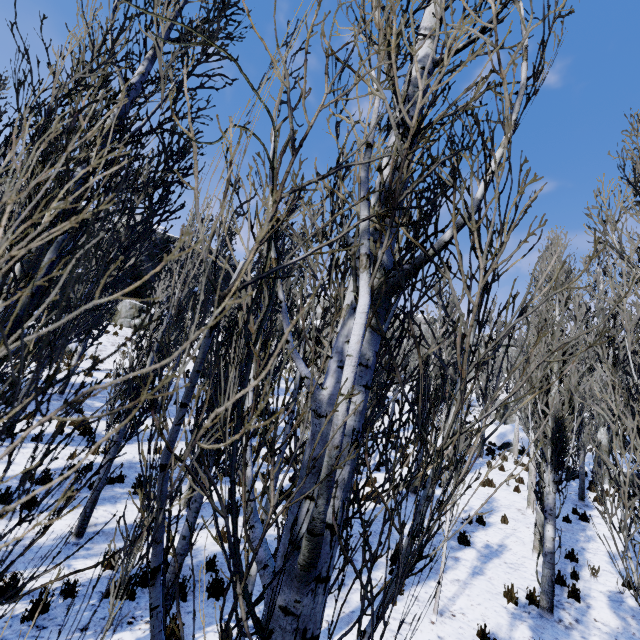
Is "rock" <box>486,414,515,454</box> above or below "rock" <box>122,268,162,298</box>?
below

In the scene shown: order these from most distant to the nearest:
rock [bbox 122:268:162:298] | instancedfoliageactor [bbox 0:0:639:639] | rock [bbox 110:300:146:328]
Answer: rock [bbox 122:268:162:298]
rock [bbox 110:300:146:328]
instancedfoliageactor [bbox 0:0:639:639]

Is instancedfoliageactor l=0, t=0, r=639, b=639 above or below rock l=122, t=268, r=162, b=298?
below

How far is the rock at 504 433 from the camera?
22.29m

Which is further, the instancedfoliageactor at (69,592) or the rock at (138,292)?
the rock at (138,292)

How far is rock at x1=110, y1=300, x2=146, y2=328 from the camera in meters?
24.1

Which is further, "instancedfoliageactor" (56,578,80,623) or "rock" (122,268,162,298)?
"rock" (122,268,162,298)

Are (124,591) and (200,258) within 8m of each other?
yes
